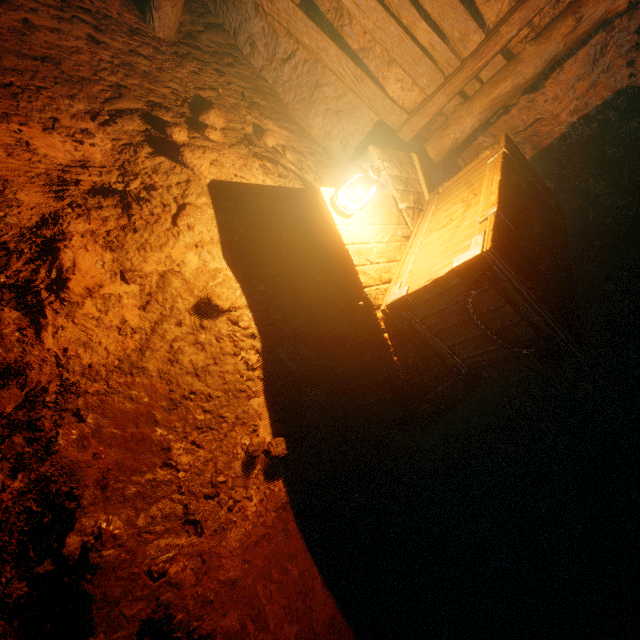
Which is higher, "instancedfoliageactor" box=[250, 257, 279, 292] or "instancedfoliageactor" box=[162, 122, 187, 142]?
"instancedfoliageactor" box=[250, 257, 279, 292]

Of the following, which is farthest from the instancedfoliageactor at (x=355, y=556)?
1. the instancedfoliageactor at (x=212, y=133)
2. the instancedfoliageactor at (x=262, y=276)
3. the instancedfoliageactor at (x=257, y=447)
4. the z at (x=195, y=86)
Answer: the instancedfoliageactor at (x=212, y=133)

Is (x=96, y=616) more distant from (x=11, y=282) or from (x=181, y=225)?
(x=181, y=225)

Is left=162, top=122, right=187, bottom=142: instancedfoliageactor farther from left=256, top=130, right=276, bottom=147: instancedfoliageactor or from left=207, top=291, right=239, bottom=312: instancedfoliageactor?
left=207, top=291, right=239, bottom=312: instancedfoliageactor

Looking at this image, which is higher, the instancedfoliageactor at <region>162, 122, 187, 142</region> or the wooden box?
the wooden box

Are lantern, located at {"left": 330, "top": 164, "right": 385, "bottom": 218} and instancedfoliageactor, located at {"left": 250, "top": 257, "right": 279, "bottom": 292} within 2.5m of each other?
yes

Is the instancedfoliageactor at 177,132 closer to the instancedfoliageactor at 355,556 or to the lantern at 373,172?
the lantern at 373,172
